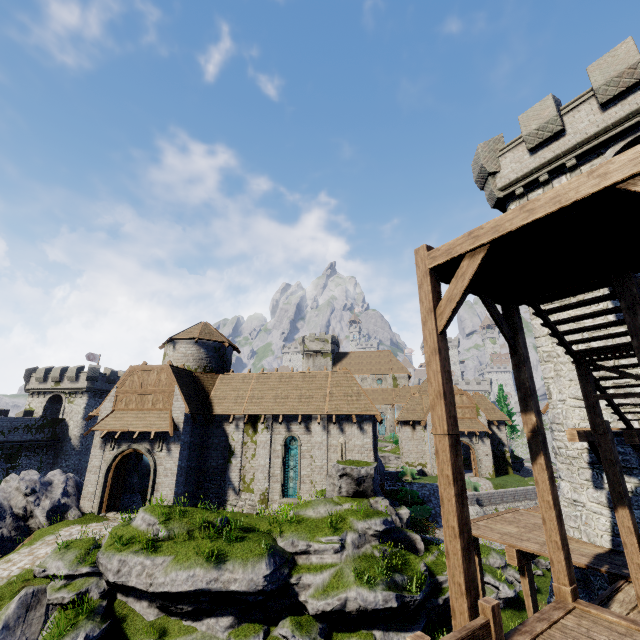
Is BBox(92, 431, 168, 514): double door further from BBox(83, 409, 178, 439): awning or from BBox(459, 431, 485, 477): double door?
BBox(459, 431, 485, 477): double door

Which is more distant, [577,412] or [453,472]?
[577,412]

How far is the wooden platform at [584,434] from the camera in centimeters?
958cm

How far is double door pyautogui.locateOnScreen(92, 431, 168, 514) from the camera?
19.56m

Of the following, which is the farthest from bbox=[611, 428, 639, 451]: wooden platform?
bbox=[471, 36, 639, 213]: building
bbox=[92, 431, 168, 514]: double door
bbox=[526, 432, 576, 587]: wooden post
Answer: bbox=[92, 431, 168, 514]: double door

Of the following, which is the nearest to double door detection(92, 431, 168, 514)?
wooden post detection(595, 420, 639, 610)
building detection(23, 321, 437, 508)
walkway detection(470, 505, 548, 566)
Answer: building detection(23, 321, 437, 508)

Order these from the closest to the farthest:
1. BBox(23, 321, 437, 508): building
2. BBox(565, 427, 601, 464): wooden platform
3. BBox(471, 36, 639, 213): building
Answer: BBox(565, 427, 601, 464): wooden platform < BBox(471, 36, 639, 213): building < BBox(23, 321, 437, 508): building

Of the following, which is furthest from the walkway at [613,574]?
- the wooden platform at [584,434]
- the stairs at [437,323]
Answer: the wooden platform at [584,434]
